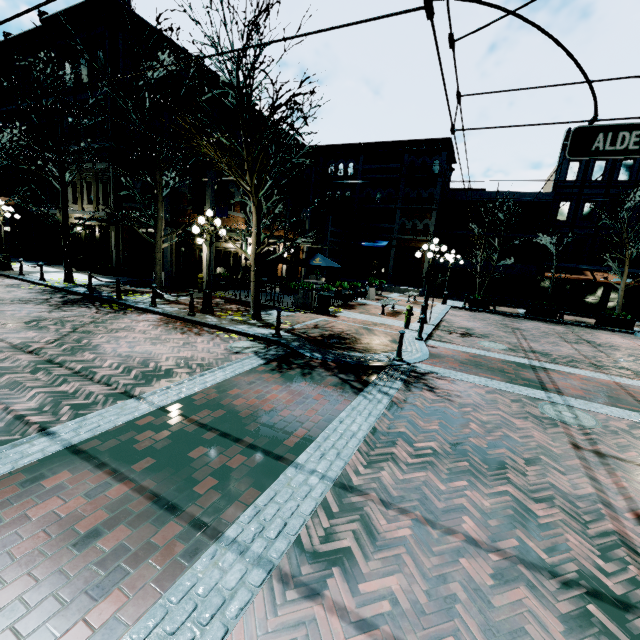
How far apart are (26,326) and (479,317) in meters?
20.0

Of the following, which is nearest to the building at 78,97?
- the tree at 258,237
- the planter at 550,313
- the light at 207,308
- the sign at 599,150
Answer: the tree at 258,237

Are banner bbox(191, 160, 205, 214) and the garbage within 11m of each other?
yes

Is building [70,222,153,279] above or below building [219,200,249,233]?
below

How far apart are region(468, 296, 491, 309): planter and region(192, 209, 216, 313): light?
16.8 meters

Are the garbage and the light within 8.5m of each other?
yes

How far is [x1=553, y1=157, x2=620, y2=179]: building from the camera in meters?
24.2 m

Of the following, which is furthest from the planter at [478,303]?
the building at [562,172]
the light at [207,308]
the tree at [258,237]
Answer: the light at [207,308]
